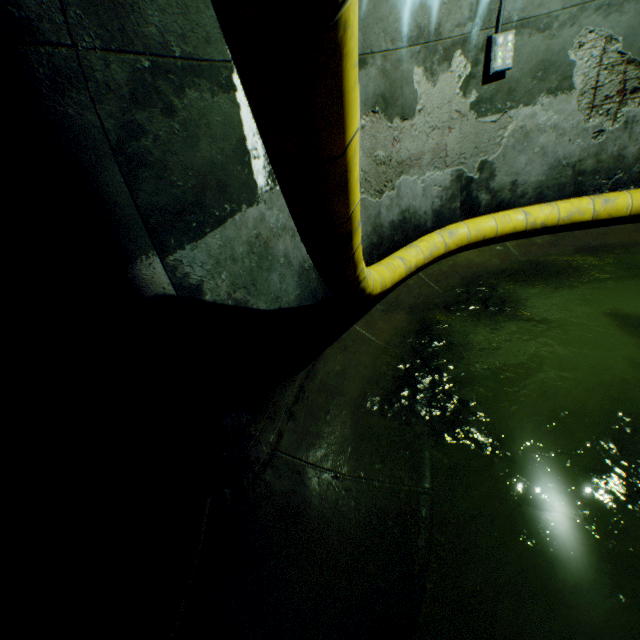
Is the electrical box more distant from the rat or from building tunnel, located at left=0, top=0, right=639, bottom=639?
the rat

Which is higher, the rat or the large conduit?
the large conduit

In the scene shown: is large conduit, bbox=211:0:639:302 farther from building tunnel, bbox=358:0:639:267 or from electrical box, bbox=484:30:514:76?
electrical box, bbox=484:30:514:76

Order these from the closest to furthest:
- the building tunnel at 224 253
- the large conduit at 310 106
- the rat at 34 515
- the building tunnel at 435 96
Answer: the large conduit at 310 106 < the building tunnel at 224 253 < the rat at 34 515 < the building tunnel at 435 96

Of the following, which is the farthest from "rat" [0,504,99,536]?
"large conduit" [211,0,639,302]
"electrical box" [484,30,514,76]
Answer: "electrical box" [484,30,514,76]

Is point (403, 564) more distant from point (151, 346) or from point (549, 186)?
point (549, 186)

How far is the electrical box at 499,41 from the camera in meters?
4.0

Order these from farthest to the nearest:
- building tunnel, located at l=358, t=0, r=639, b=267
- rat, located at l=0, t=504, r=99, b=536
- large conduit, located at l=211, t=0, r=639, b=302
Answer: building tunnel, located at l=358, t=0, r=639, b=267 < rat, located at l=0, t=504, r=99, b=536 < large conduit, located at l=211, t=0, r=639, b=302
